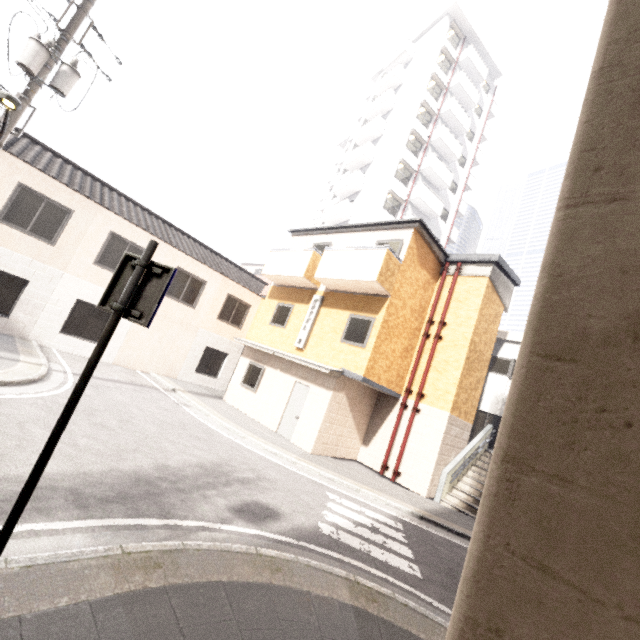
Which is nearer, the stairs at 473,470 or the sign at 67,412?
the sign at 67,412

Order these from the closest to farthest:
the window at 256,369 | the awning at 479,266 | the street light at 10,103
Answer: the street light at 10,103 → the awning at 479,266 → the window at 256,369

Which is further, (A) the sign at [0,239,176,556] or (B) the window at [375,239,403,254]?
(B) the window at [375,239,403,254]

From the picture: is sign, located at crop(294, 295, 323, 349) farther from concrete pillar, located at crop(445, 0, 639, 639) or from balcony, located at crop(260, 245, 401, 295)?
concrete pillar, located at crop(445, 0, 639, 639)

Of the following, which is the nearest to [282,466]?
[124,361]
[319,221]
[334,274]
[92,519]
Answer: [92,519]

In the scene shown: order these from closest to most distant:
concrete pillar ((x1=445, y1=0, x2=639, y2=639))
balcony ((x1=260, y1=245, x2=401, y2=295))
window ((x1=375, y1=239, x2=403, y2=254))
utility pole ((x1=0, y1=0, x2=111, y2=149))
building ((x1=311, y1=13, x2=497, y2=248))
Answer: concrete pillar ((x1=445, y1=0, x2=639, y2=639)), utility pole ((x1=0, y1=0, x2=111, y2=149)), balcony ((x1=260, y1=245, x2=401, y2=295)), window ((x1=375, y1=239, x2=403, y2=254)), building ((x1=311, y1=13, x2=497, y2=248))

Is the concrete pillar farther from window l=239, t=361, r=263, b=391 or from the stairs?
window l=239, t=361, r=263, b=391

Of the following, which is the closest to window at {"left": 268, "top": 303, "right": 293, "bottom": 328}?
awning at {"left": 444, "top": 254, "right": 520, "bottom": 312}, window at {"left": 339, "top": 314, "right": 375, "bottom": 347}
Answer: window at {"left": 339, "top": 314, "right": 375, "bottom": 347}
